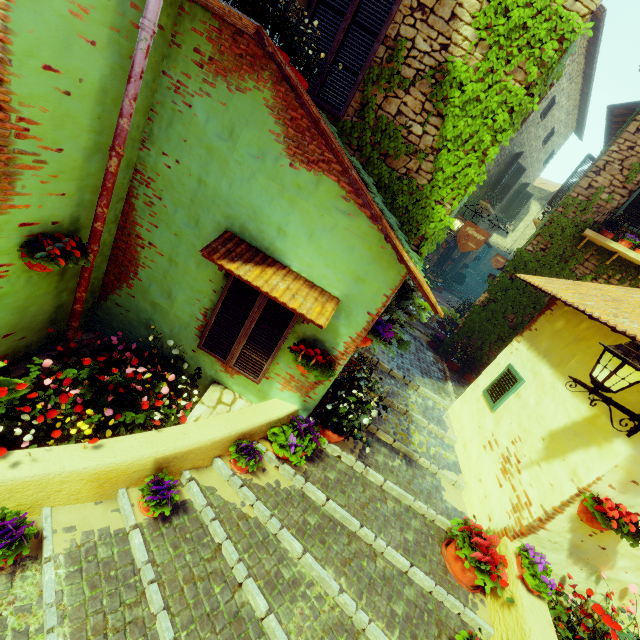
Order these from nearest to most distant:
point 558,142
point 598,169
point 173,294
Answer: point 173,294 → point 598,169 → point 558,142

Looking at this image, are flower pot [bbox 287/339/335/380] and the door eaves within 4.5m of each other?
yes

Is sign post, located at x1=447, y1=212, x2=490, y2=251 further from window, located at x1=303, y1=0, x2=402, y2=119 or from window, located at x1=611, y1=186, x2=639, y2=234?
window, located at x1=611, y1=186, x2=639, y2=234

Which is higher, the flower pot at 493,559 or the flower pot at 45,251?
the flower pot at 45,251

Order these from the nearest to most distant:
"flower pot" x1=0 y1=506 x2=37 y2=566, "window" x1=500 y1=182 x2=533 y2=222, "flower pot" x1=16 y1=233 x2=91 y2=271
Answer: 1. "flower pot" x1=0 y1=506 x2=37 y2=566
2. "flower pot" x1=16 y1=233 x2=91 y2=271
3. "window" x1=500 y1=182 x2=533 y2=222

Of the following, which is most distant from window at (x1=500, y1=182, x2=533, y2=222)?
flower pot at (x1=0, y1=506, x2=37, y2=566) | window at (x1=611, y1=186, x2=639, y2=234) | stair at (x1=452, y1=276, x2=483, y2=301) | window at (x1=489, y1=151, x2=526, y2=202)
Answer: flower pot at (x1=0, y1=506, x2=37, y2=566)

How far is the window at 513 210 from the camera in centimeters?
1588cm

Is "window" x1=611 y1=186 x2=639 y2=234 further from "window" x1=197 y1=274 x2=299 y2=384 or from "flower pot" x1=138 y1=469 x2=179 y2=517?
"flower pot" x1=138 y1=469 x2=179 y2=517
